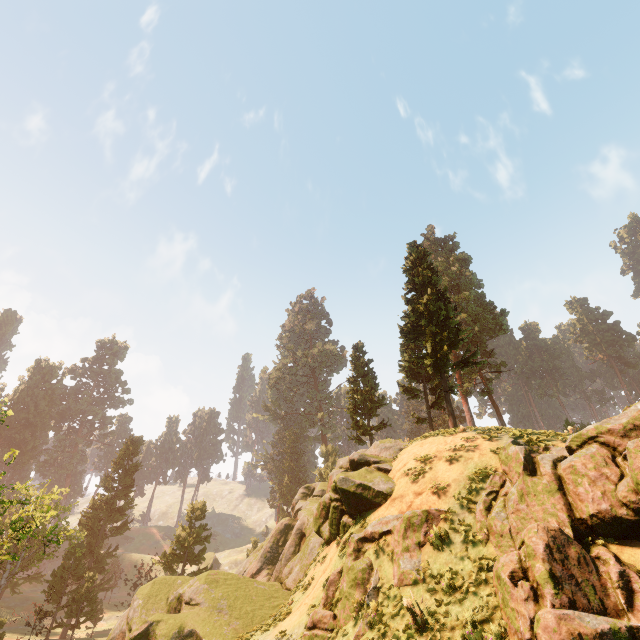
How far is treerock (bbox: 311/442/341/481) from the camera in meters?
53.4 m

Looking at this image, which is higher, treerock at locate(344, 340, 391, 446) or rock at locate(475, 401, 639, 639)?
treerock at locate(344, 340, 391, 446)

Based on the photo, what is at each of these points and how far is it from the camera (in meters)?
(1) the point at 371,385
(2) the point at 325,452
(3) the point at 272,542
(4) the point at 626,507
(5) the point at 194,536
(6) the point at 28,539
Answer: (1) treerock, 37.59
(2) treerock, 58.12
(3) rock, 29.75
(4) rock, 8.23
(5) treerock, 38.44
(6) treerock, 35.69

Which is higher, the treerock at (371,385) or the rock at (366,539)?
the treerock at (371,385)

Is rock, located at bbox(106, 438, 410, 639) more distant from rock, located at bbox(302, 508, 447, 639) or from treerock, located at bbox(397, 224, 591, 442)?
treerock, located at bbox(397, 224, 591, 442)

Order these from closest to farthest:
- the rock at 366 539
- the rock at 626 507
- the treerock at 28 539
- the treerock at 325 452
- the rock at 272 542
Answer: the rock at 626 507, the treerock at 28 539, the rock at 366 539, the rock at 272 542, the treerock at 325 452

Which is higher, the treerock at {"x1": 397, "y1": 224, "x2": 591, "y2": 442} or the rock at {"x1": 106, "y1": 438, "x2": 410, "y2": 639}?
the treerock at {"x1": 397, "y1": 224, "x2": 591, "y2": 442}

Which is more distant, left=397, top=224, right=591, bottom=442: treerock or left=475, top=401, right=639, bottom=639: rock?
left=397, top=224, right=591, bottom=442: treerock
